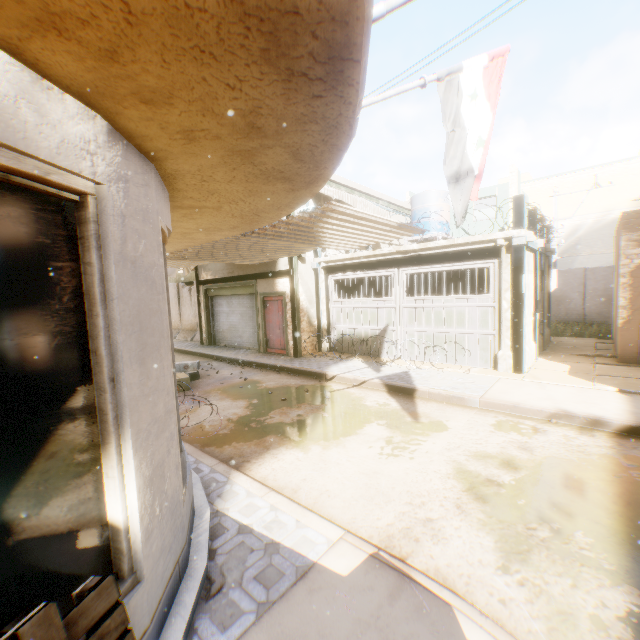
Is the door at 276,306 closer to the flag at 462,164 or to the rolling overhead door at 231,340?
the rolling overhead door at 231,340

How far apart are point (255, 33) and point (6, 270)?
1.5 meters

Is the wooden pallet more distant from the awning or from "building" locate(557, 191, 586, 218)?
the awning

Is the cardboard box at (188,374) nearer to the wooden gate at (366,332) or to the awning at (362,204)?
the wooden gate at (366,332)

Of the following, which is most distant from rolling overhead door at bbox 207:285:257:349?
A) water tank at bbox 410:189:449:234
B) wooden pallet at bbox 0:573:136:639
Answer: wooden pallet at bbox 0:573:136:639

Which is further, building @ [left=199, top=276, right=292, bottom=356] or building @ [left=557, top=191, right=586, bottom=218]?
building @ [left=557, top=191, right=586, bottom=218]

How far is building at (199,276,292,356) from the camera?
12.2m

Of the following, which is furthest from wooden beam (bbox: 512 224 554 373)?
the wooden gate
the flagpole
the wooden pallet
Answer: the flagpole
